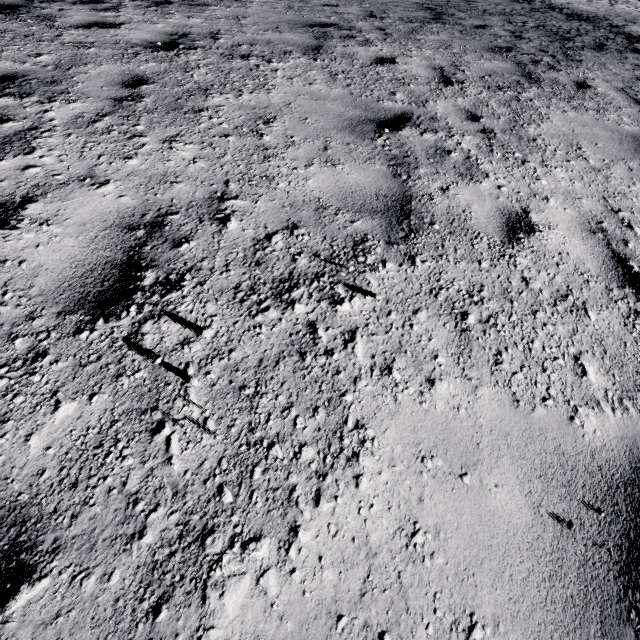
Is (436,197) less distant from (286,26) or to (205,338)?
(205,338)
